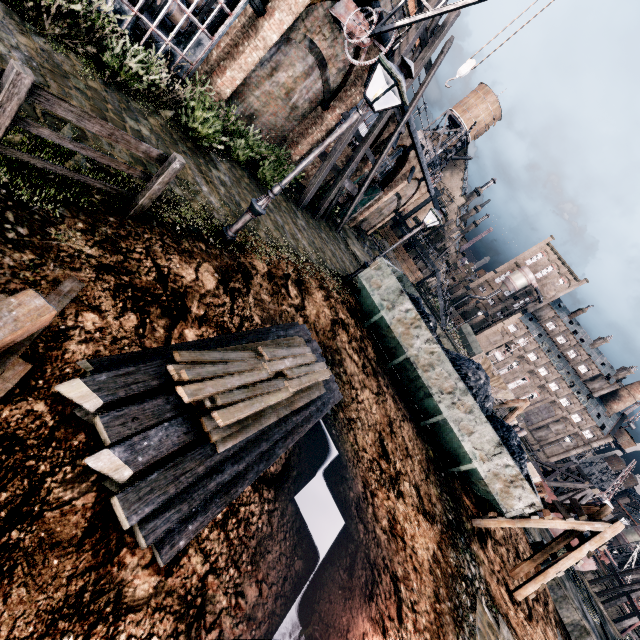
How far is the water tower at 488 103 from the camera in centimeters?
5381cm

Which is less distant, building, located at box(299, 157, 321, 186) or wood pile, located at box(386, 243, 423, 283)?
building, located at box(299, 157, 321, 186)

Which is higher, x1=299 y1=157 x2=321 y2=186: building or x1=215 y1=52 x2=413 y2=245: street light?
x1=299 y1=157 x2=321 y2=186: building

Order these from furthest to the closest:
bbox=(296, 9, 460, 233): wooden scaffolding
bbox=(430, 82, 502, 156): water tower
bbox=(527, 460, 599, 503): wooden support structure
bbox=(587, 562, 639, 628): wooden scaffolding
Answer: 1. bbox=(430, 82, 502, 156): water tower
2. bbox=(527, 460, 599, 503): wooden support structure
3. bbox=(587, 562, 639, 628): wooden scaffolding
4. bbox=(296, 9, 460, 233): wooden scaffolding

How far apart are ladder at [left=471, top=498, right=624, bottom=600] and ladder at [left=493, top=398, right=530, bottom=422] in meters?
16.9 m

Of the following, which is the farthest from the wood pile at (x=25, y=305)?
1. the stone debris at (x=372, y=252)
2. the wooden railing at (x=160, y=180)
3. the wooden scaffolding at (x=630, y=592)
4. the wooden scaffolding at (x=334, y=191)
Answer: the wooden scaffolding at (x=630, y=592)

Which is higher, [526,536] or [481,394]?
[481,394]

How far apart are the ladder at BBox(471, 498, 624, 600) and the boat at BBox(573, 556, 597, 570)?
16.2m
